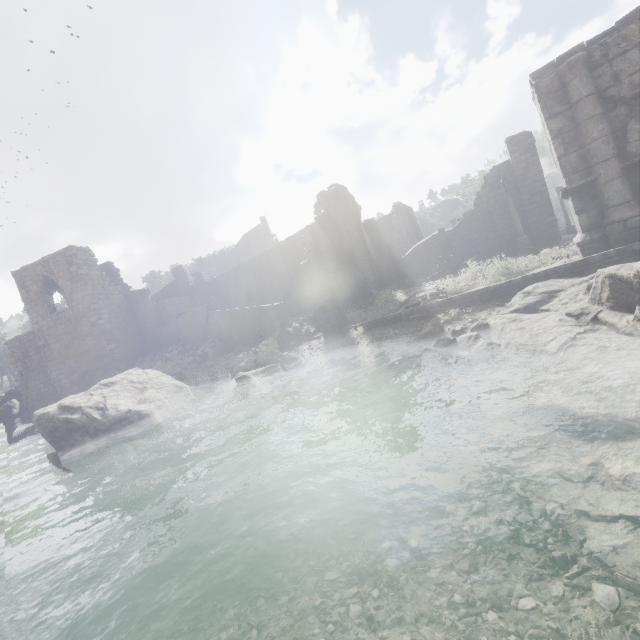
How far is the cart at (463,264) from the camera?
15.16m

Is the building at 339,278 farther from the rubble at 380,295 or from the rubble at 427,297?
the rubble at 427,297

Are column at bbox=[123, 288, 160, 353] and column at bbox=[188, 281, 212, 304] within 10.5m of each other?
yes

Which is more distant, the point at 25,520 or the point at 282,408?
the point at 282,408

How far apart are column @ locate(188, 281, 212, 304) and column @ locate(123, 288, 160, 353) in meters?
4.7 m

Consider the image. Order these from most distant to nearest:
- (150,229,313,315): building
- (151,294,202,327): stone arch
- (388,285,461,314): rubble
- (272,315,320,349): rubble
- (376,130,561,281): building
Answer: (151,294,202,327): stone arch, (150,229,313,315): building, (376,130,561,281): building, (272,315,320,349): rubble, (388,285,461,314): rubble

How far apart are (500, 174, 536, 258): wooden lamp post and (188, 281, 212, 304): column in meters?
27.9

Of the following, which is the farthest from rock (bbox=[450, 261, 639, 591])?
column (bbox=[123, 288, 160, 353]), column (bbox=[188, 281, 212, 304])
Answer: column (bbox=[188, 281, 212, 304])
